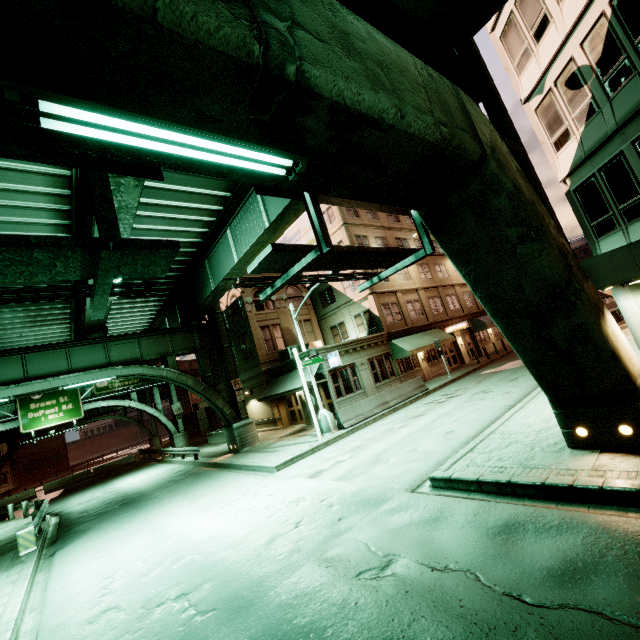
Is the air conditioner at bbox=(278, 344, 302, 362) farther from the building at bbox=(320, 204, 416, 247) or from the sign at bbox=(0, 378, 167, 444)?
the sign at bbox=(0, 378, 167, 444)

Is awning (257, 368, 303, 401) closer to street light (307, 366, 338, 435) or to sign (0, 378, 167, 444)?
street light (307, 366, 338, 435)

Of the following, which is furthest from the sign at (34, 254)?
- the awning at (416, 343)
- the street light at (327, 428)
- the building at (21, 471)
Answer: the building at (21, 471)

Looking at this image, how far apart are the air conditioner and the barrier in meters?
7.8

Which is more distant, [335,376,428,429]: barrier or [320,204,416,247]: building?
[320,204,416,247]: building

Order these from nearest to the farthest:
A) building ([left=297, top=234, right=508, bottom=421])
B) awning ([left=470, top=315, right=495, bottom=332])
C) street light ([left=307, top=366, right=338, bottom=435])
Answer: street light ([left=307, top=366, right=338, bottom=435]), building ([left=297, top=234, right=508, bottom=421]), awning ([left=470, top=315, right=495, bottom=332])

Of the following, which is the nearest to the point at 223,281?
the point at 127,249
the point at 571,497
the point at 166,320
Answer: the point at 166,320

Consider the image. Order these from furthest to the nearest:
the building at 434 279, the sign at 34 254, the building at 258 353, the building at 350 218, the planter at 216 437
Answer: the building at 350 218 < the planter at 216 437 < the building at 258 353 < the building at 434 279 < the sign at 34 254
